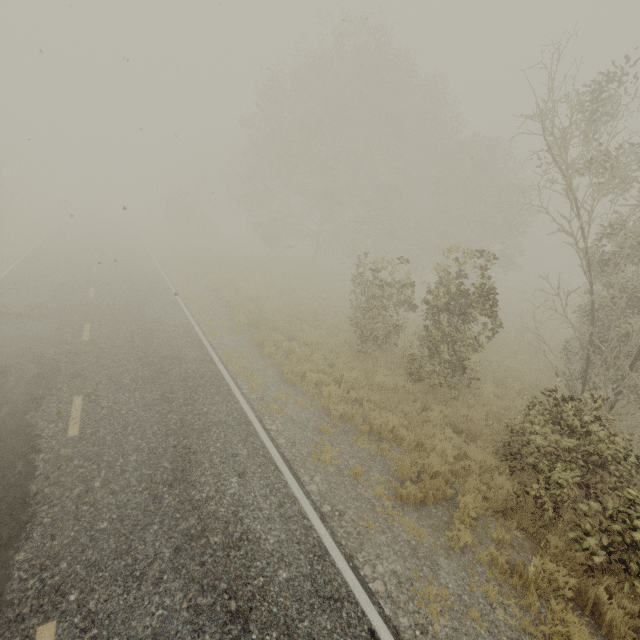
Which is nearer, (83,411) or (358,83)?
(83,411)
